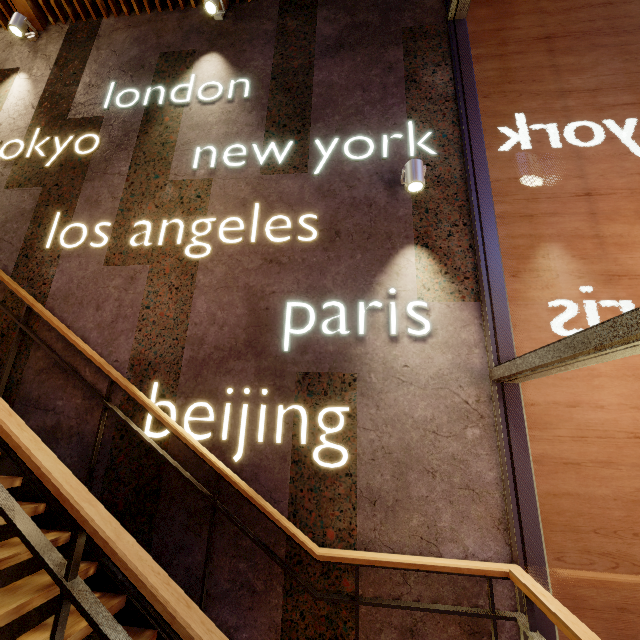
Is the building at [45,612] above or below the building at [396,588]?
below

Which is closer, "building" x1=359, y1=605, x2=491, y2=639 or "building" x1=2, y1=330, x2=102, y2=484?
A: "building" x1=359, y1=605, x2=491, y2=639

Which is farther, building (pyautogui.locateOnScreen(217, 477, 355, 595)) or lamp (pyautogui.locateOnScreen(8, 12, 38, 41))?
lamp (pyautogui.locateOnScreen(8, 12, 38, 41))

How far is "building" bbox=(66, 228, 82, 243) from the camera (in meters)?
3.30

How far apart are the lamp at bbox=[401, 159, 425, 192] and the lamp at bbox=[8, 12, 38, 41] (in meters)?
5.43

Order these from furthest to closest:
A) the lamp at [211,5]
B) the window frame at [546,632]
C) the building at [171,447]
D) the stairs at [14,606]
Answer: the lamp at [211,5], the building at [171,447], the window frame at [546,632], the stairs at [14,606]

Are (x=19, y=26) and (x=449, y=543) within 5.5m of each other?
no

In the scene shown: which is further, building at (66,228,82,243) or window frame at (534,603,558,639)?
building at (66,228,82,243)
